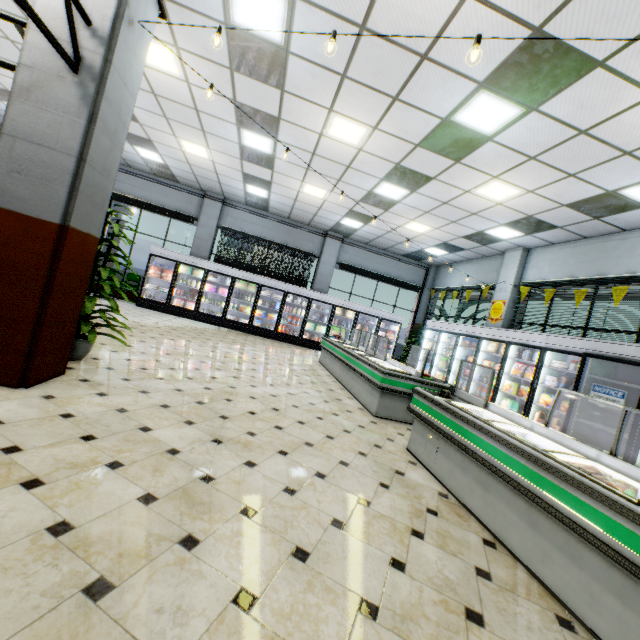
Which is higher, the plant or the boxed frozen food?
the boxed frozen food

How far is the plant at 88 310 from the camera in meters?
3.9 m

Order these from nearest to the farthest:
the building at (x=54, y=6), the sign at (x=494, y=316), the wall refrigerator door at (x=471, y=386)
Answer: the building at (x=54, y=6), the wall refrigerator door at (x=471, y=386), the sign at (x=494, y=316)

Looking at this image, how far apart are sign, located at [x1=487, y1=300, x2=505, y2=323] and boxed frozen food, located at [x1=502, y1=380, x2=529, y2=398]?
2.41m

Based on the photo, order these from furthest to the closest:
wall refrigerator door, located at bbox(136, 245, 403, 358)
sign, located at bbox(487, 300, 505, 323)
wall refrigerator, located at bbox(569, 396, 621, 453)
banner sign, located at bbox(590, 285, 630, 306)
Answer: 1. wall refrigerator door, located at bbox(136, 245, 403, 358)
2. sign, located at bbox(487, 300, 505, 323)
3. banner sign, located at bbox(590, 285, 630, 306)
4. wall refrigerator, located at bbox(569, 396, 621, 453)

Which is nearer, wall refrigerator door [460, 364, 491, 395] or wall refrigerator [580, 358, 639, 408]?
wall refrigerator [580, 358, 639, 408]

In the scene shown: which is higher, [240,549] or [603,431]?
[603,431]

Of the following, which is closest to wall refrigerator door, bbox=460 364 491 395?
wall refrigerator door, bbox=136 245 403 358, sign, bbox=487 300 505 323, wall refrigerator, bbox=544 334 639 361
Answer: wall refrigerator, bbox=544 334 639 361
